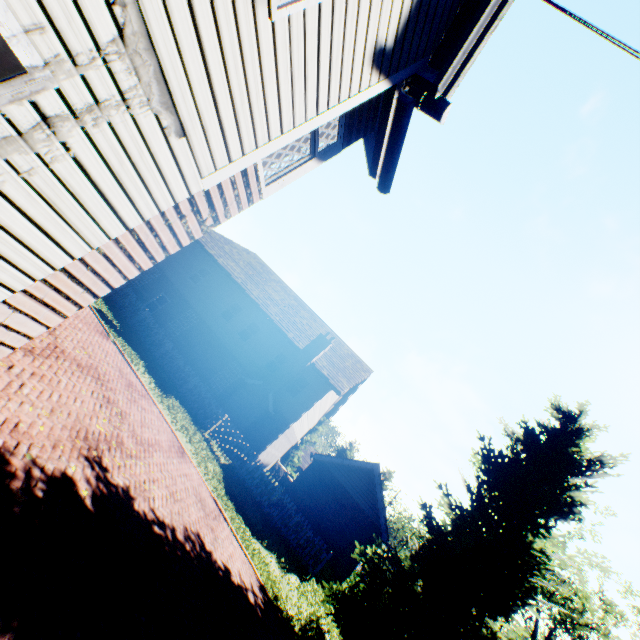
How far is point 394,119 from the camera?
4.6m

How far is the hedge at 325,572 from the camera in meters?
15.5 m

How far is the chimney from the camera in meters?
18.8 m

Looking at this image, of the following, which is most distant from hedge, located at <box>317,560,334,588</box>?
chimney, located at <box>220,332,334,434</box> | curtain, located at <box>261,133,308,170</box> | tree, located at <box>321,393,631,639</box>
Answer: curtain, located at <box>261,133,308,170</box>

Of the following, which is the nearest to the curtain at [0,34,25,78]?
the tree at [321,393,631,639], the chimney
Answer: the tree at [321,393,631,639]

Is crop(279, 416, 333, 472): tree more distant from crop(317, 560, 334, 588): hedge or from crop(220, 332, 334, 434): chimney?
crop(220, 332, 334, 434): chimney

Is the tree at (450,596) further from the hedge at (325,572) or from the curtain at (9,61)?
the curtain at (9,61)

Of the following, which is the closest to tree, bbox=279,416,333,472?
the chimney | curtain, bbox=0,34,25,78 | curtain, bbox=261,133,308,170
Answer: the chimney
